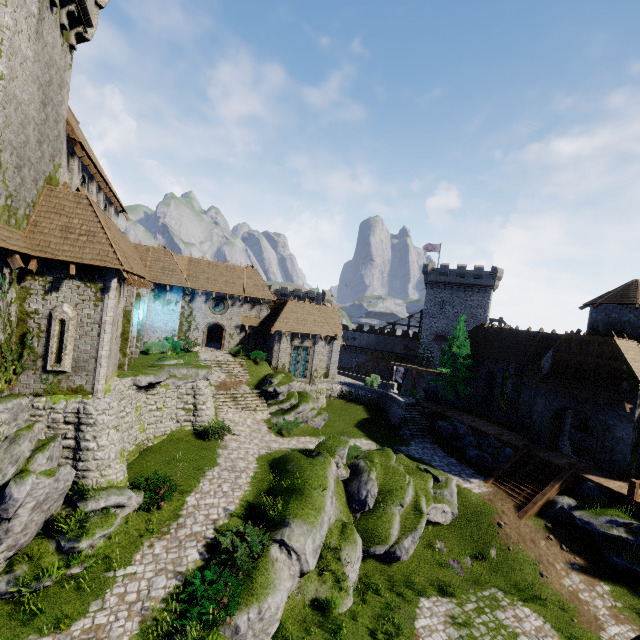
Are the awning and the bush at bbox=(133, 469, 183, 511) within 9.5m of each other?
no

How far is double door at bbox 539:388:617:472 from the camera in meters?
21.5

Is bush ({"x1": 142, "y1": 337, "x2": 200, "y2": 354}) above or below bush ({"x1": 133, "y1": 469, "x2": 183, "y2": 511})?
above

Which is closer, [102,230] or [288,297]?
[102,230]

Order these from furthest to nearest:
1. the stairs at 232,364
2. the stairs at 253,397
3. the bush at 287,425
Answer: the stairs at 232,364 < the stairs at 253,397 < the bush at 287,425

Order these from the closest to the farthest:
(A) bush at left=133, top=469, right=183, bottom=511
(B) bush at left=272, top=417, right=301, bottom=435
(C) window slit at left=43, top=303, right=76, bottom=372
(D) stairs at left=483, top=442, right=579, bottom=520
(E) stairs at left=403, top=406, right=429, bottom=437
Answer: (C) window slit at left=43, top=303, right=76, bottom=372, (A) bush at left=133, top=469, right=183, bottom=511, (D) stairs at left=483, top=442, right=579, bottom=520, (B) bush at left=272, top=417, right=301, bottom=435, (E) stairs at left=403, top=406, right=429, bottom=437

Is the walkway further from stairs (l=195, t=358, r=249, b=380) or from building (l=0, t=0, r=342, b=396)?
stairs (l=195, t=358, r=249, b=380)

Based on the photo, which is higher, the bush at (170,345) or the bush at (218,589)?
the bush at (170,345)
